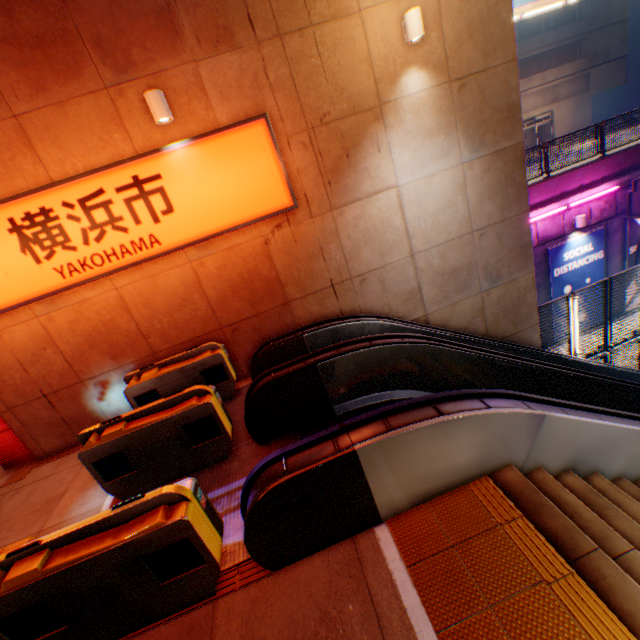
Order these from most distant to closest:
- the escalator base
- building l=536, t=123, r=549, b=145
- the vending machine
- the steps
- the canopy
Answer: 1. building l=536, t=123, r=549, b=145
2. the canopy
3. the vending machine
4. the escalator base
5. the steps

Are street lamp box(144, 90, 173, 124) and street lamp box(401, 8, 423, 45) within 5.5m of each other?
yes

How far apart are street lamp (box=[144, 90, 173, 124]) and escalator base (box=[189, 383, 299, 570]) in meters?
5.0 m

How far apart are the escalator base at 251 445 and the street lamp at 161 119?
5.0 meters

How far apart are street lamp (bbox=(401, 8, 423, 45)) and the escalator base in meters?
6.6

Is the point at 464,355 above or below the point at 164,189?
below

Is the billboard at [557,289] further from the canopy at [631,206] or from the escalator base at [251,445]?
the escalator base at [251,445]

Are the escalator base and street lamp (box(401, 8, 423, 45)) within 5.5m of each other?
no
